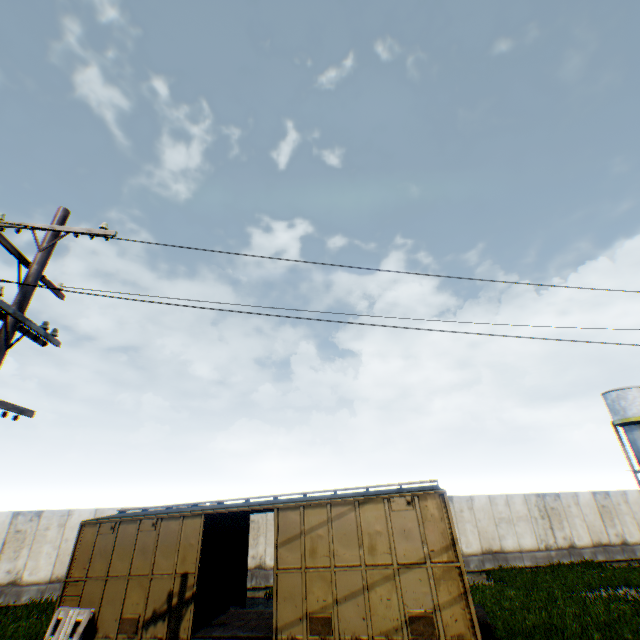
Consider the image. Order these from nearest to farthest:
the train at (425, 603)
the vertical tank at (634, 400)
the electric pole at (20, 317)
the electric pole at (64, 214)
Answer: the electric pole at (20, 317) → the electric pole at (64, 214) → the train at (425, 603) → the vertical tank at (634, 400)

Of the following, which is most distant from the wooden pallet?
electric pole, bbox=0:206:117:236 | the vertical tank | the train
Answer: the vertical tank

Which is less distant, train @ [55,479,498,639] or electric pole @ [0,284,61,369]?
electric pole @ [0,284,61,369]

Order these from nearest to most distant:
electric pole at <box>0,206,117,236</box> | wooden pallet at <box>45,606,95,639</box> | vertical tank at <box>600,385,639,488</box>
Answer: electric pole at <box>0,206,117,236</box>
wooden pallet at <box>45,606,95,639</box>
vertical tank at <box>600,385,639,488</box>

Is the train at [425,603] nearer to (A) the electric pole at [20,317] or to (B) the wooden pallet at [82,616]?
(B) the wooden pallet at [82,616]

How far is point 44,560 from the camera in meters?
15.1 m

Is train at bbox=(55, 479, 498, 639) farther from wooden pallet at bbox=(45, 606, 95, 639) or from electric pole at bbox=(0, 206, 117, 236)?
electric pole at bbox=(0, 206, 117, 236)
